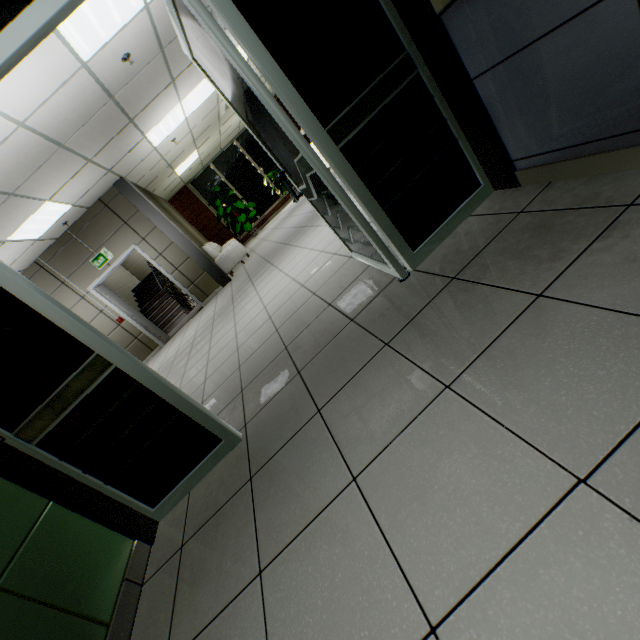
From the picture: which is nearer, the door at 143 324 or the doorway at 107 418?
the doorway at 107 418

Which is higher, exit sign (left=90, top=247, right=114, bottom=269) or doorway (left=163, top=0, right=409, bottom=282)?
exit sign (left=90, top=247, right=114, bottom=269)

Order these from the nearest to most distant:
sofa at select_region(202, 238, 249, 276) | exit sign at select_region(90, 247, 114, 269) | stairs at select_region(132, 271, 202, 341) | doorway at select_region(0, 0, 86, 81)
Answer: doorway at select_region(0, 0, 86, 81) → exit sign at select_region(90, 247, 114, 269) → sofa at select_region(202, 238, 249, 276) → stairs at select_region(132, 271, 202, 341)

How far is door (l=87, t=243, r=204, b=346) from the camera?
7.59m

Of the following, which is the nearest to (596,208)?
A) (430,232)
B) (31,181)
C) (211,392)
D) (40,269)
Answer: (430,232)

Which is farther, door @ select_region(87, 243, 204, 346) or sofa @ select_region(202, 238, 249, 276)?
sofa @ select_region(202, 238, 249, 276)

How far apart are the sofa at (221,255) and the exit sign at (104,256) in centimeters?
219cm

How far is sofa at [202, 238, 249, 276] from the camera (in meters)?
8.66
